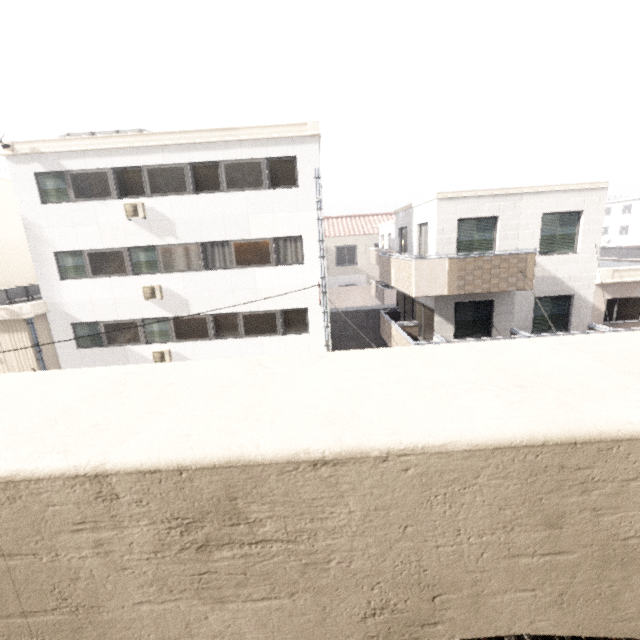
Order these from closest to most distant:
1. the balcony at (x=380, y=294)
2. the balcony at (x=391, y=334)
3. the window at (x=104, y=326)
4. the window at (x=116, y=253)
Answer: the balcony at (x=380, y=294), the balcony at (x=391, y=334), the window at (x=116, y=253), the window at (x=104, y=326)

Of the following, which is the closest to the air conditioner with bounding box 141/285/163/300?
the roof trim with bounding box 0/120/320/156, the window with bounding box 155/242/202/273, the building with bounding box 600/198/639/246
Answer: the window with bounding box 155/242/202/273

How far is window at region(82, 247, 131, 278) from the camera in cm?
1308

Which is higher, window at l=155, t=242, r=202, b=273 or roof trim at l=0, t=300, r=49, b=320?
window at l=155, t=242, r=202, b=273

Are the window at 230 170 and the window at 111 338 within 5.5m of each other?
no

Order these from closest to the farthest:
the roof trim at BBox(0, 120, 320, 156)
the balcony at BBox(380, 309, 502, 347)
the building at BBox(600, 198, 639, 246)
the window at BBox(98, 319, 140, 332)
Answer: the balcony at BBox(380, 309, 502, 347)
the roof trim at BBox(0, 120, 320, 156)
the window at BBox(98, 319, 140, 332)
the building at BBox(600, 198, 639, 246)

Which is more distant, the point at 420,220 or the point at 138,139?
the point at 420,220

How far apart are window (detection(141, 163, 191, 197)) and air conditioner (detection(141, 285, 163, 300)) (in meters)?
3.45
